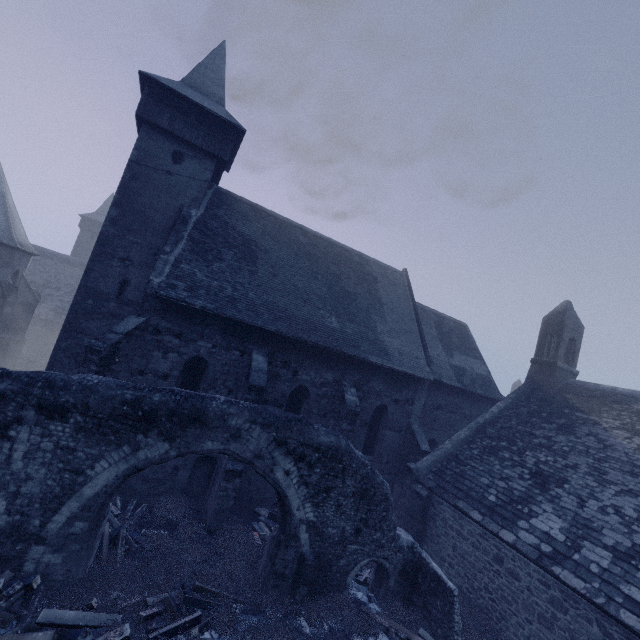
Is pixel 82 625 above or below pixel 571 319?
below

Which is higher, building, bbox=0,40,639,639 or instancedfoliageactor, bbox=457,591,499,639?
building, bbox=0,40,639,639

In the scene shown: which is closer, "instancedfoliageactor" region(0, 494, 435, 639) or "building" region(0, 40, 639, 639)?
"instancedfoliageactor" region(0, 494, 435, 639)

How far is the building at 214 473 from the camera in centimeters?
1085cm

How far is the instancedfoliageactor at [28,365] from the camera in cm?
2100

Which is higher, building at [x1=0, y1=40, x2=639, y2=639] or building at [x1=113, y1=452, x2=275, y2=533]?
building at [x1=0, y1=40, x2=639, y2=639]

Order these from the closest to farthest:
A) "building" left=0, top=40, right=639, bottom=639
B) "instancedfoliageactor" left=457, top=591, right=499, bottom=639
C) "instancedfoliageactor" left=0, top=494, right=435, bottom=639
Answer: "instancedfoliageactor" left=0, top=494, right=435, bottom=639, "instancedfoliageactor" left=457, top=591, right=499, bottom=639, "building" left=0, top=40, right=639, bottom=639
